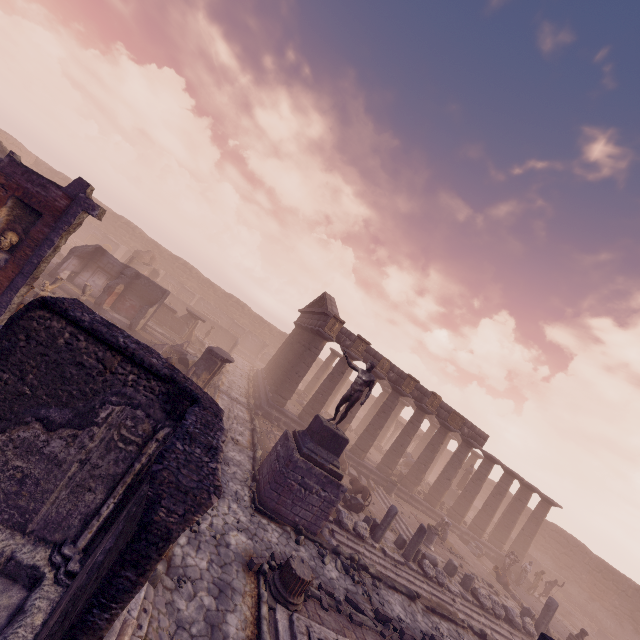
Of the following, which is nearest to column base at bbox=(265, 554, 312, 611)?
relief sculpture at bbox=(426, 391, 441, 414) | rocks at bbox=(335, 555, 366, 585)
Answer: rocks at bbox=(335, 555, 366, 585)

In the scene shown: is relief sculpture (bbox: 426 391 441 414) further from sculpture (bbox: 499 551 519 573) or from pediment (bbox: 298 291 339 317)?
sculpture (bbox: 499 551 519 573)

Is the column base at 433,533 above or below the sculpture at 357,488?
above

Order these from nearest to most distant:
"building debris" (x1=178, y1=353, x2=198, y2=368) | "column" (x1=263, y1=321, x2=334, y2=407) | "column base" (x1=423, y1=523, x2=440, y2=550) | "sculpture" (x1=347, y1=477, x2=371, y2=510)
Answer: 1. "sculpture" (x1=347, y1=477, x2=371, y2=510)
2. "column base" (x1=423, y1=523, x2=440, y2=550)
3. "building debris" (x1=178, y1=353, x2=198, y2=368)
4. "column" (x1=263, y1=321, x2=334, y2=407)

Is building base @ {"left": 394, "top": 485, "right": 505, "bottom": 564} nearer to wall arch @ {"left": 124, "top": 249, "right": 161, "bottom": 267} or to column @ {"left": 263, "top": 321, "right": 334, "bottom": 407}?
column @ {"left": 263, "top": 321, "right": 334, "bottom": 407}

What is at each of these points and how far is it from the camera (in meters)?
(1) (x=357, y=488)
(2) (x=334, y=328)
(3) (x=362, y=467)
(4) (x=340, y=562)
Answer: (1) sculpture, 15.94
(2) relief sculpture, 20.23
(3) building base, 21.09
(4) rocks, 10.43

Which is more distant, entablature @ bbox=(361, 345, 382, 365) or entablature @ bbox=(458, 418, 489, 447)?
entablature @ bbox=(458, 418, 489, 447)

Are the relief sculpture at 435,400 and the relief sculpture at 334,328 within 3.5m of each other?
no
